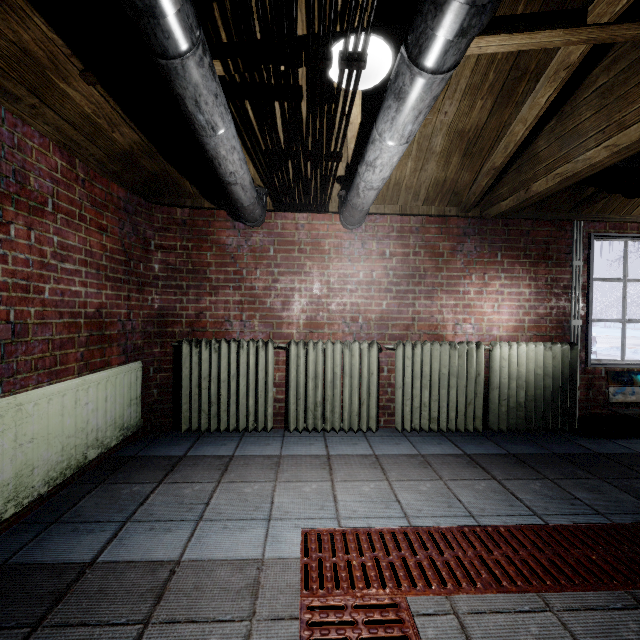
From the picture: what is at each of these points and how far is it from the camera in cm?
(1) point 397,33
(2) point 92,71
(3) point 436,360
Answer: (1) beam, 147
(2) beam, 167
(3) radiator, 288

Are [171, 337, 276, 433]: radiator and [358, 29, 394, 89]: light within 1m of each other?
no

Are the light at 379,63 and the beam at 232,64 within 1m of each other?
yes

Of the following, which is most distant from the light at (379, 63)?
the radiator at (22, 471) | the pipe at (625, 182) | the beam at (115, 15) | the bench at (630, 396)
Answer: the bench at (630, 396)

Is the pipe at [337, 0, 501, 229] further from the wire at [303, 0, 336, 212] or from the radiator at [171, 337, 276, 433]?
the radiator at [171, 337, 276, 433]

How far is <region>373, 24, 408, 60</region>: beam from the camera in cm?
147

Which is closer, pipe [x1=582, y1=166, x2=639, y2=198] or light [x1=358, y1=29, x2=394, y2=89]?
light [x1=358, y1=29, x2=394, y2=89]

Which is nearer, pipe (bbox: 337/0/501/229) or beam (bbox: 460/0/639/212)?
pipe (bbox: 337/0/501/229)
